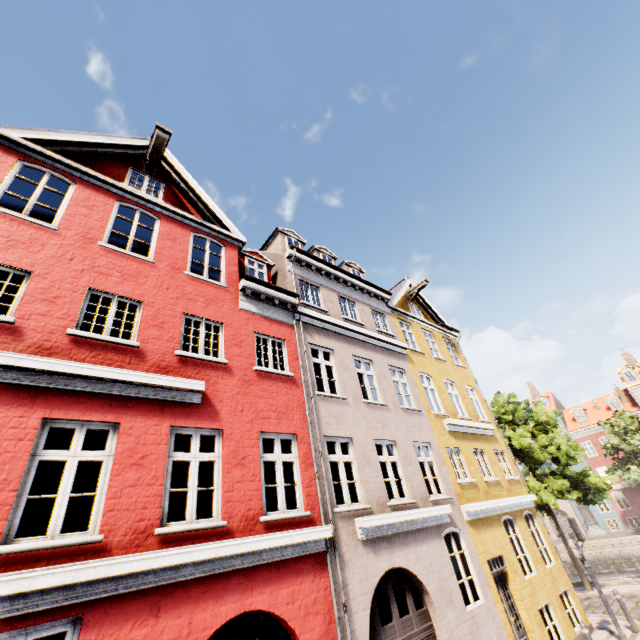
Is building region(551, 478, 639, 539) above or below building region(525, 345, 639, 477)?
below

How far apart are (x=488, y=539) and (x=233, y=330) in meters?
10.9

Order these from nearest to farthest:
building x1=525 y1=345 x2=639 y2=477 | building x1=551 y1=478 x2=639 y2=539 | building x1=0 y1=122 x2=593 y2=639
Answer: building x1=0 y1=122 x2=593 y2=639 < building x1=551 y1=478 x2=639 y2=539 < building x1=525 y1=345 x2=639 y2=477

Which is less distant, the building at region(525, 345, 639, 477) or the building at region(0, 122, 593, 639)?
the building at region(0, 122, 593, 639)

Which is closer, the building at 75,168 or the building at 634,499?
the building at 75,168

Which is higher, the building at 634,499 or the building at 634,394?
the building at 634,394
